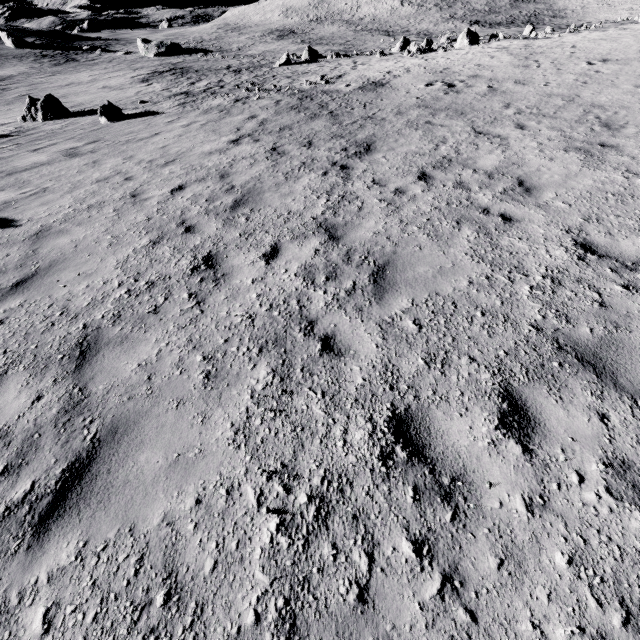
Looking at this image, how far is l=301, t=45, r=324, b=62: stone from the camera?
34.3m

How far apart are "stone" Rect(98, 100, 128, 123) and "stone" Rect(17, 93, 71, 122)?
4.71m

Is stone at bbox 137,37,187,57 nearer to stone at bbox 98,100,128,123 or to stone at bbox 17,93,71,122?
stone at bbox 17,93,71,122

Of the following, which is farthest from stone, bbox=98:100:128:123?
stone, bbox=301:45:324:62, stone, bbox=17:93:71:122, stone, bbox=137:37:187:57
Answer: stone, bbox=137:37:187:57

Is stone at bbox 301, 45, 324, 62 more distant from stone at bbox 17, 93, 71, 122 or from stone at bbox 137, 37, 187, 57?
stone at bbox 137, 37, 187, 57

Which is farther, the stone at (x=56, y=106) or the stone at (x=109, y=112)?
the stone at (x=56, y=106)

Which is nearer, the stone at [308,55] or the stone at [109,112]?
the stone at [109,112]

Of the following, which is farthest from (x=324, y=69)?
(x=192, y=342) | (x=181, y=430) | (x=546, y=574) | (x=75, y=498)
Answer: (x=546, y=574)
